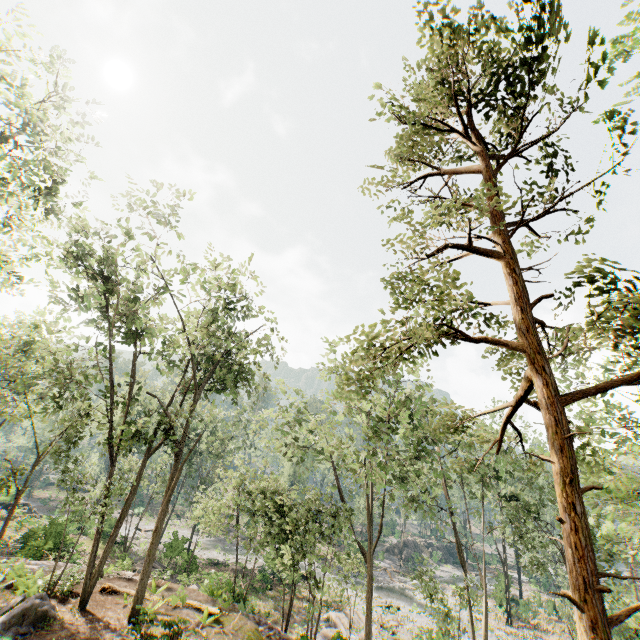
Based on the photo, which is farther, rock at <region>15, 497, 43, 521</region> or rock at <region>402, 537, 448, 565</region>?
rock at <region>402, 537, 448, 565</region>

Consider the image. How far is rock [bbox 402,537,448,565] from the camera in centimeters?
5242cm

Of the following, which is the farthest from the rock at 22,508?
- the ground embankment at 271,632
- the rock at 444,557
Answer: the rock at 444,557

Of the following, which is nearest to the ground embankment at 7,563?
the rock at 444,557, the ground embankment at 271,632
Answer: the ground embankment at 271,632

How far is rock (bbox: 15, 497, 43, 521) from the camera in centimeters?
3541cm

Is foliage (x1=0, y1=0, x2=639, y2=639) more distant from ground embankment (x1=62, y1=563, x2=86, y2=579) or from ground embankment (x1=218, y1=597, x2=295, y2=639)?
ground embankment (x1=62, y1=563, x2=86, y2=579)

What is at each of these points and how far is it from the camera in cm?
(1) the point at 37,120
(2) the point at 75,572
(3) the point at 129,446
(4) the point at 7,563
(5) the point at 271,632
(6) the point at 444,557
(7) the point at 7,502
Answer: (1) foliage, 1064
(2) ground embankment, 1717
(3) foliage, 4034
(4) ground embankment, 1619
(5) ground embankment, 1623
(6) rock, 5994
(7) rock, 3438

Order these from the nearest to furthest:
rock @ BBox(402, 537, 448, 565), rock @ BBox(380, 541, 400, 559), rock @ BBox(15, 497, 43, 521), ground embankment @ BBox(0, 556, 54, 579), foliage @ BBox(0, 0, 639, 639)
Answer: foliage @ BBox(0, 0, 639, 639) → ground embankment @ BBox(0, 556, 54, 579) → rock @ BBox(15, 497, 43, 521) → rock @ BBox(402, 537, 448, 565) → rock @ BBox(380, 541, 400, 559)
